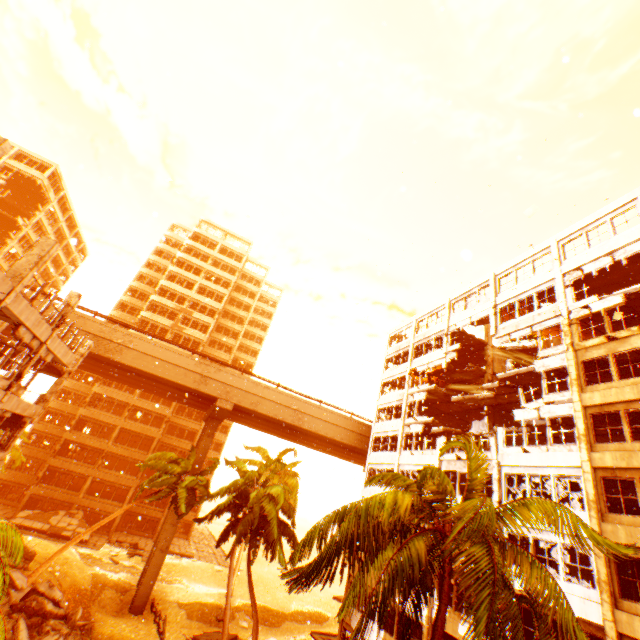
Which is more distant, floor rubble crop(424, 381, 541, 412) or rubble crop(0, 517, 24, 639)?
floor rubble crop(424, 381, 541, 412)

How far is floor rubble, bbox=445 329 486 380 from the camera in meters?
30.1

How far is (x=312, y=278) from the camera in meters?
25.6

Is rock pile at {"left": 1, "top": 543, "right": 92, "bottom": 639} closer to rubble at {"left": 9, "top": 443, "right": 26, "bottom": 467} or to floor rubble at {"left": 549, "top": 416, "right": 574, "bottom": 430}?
rubble at {"left": 9, "top": 443, "right": 26, "bottom": 467}

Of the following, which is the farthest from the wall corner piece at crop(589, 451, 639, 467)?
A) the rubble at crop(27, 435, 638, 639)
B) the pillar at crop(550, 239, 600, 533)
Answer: the rubble at crop(27, 435, 638, 639)

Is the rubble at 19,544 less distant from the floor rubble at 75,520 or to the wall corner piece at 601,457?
the wall corner piece at 601,457

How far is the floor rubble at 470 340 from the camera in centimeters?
3005cm
